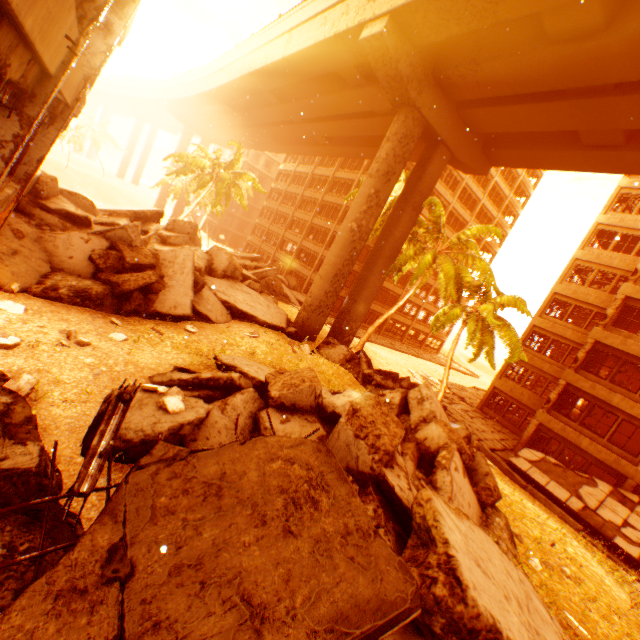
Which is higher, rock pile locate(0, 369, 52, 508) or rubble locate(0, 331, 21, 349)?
rock pile locate(0, 369, 52, 508)

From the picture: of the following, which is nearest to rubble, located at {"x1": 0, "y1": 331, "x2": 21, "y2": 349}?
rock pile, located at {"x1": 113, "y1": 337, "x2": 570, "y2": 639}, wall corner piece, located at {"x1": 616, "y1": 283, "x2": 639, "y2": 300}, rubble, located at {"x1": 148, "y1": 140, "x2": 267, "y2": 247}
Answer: rock pile, located at {"x1": 113, "y1": 337, "x2": 570, "y2": 639}

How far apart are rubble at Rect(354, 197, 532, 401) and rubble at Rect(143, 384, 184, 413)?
14.75m

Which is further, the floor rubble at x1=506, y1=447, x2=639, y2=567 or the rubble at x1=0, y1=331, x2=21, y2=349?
the floor rubble at x1=506, y1=447, x2=639, y2=567

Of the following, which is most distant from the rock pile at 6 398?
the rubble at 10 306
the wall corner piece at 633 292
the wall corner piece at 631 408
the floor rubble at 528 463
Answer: the wall corner piece at 633 292

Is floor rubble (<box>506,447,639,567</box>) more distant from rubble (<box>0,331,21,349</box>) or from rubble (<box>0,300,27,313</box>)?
rubble (<box>0,300,27,313</box>)

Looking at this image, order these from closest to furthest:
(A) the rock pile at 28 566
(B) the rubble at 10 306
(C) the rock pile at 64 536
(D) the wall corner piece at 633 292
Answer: (A) the rock pile at 28 566 < (C) the rock pile at 64 536 < (B) the rubble at 10 306 < (D) the wall corner piece at 633 292

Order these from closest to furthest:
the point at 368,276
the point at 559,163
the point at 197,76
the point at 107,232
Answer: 1. the point at 107,232
2. the point at 559,163
3. the point at 368,276
4. the point at 197,76
